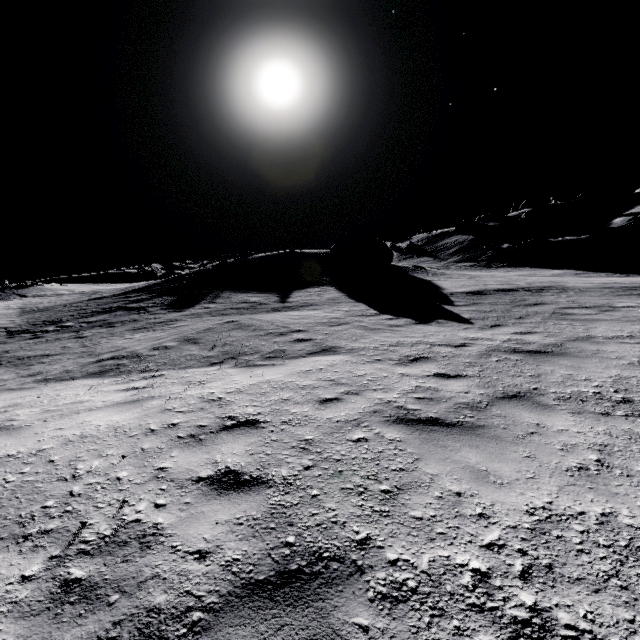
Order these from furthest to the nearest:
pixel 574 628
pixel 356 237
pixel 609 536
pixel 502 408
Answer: pixel 356 237 → pixel 502 408 → pixel 609 536 → pixel 574 628

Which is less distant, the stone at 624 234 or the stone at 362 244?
the stone at 362 244

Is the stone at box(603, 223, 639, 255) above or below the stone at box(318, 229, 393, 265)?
below

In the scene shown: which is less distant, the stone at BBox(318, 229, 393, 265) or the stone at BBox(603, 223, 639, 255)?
the stone at BBox(318, 229, 393, 265)

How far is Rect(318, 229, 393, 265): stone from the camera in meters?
27.4

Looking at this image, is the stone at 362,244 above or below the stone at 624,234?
above
